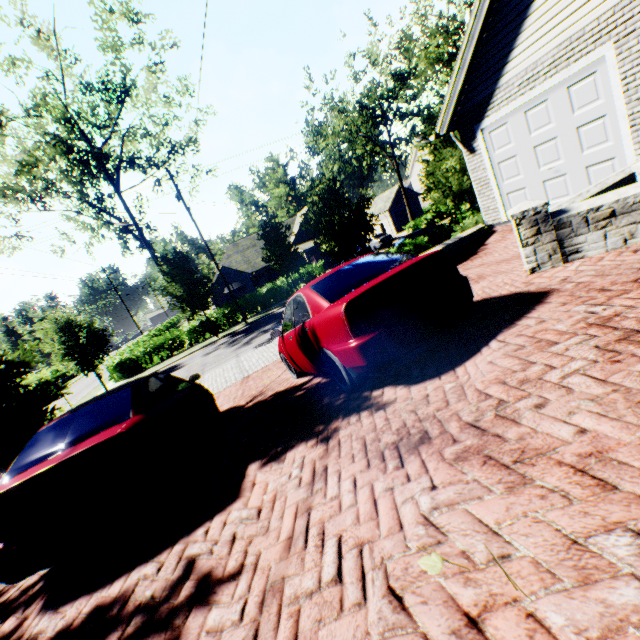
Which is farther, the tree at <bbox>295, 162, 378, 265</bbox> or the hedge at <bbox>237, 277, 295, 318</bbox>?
the hedge at <bbox>237, 277, 295, 318</bbox>

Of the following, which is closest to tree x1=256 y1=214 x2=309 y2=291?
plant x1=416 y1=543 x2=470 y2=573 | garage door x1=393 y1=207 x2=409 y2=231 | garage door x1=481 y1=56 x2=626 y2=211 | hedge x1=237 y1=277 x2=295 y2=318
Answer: hedge x1=237 y1=277 x2=295 y2=318

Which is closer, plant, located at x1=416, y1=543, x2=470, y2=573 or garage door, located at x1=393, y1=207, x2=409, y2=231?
plant, located at x1=416, y1=543, x2=470, y2=573

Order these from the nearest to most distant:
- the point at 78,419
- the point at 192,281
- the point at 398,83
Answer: the point at 78,419 < the point at 192,281 < the point at 398,83

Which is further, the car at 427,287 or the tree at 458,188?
the tree at 458,188

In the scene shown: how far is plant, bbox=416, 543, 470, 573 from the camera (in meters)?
1.54

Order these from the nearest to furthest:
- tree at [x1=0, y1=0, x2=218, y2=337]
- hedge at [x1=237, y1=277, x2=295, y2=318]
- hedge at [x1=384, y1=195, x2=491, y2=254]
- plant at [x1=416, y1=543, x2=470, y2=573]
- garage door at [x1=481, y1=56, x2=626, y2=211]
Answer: plant at [x1=416, y1=543, x2=470, y2=573] → garage door at [x1=481, y1=56, x2=626, y2=211] → hedge at [x1=384, y1=195, x2=491, y2=254] → tree at [x1=0, y1=0, x2=218, y2=337] → hedge at [x1=237, y1=277, x2=295, y2=318]

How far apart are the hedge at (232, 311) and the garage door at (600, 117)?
21.27m
